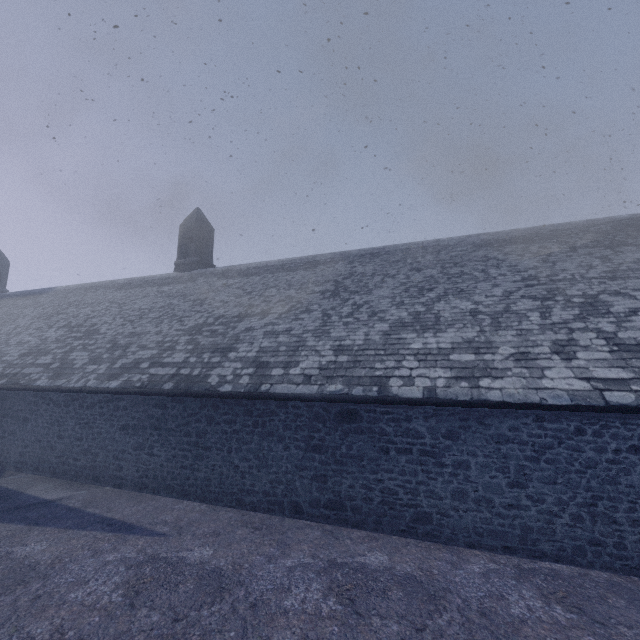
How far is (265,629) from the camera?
4.3 meters
